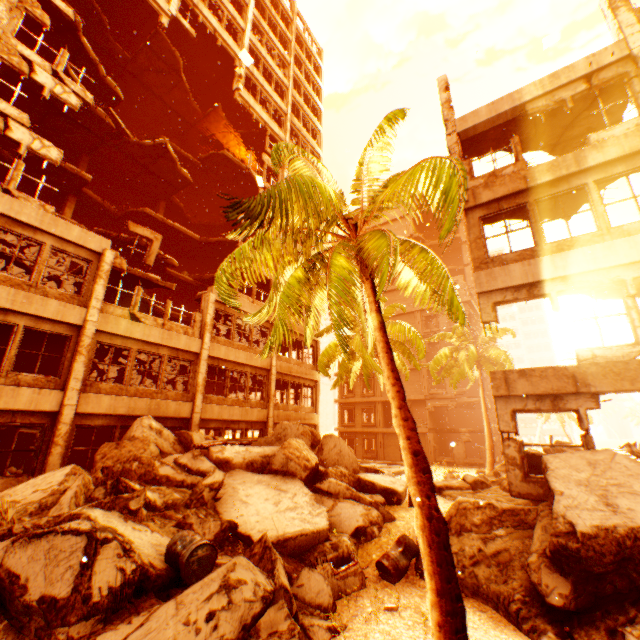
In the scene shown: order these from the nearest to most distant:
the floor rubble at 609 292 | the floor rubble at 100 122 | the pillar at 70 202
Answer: the floor rubble at 609 292 → the floor rubble at 100 122 → the pillar at 70 202

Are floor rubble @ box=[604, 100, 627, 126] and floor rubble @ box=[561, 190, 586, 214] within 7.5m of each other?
yes

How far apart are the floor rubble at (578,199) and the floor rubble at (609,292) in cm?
247

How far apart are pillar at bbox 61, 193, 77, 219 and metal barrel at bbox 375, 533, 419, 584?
21.4 meters

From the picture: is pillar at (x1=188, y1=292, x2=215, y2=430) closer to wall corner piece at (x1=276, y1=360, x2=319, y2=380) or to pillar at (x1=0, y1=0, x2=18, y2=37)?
wall corner piece at (x1=276, y1=360, x2=319, y2=380)

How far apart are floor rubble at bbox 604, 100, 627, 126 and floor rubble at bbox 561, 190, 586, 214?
2.7m

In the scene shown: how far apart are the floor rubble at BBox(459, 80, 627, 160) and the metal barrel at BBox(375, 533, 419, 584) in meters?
12.8

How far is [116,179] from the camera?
21.6m
